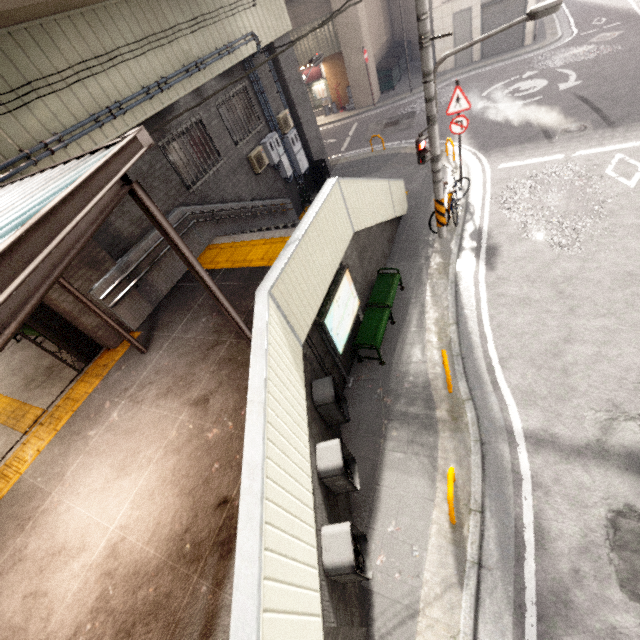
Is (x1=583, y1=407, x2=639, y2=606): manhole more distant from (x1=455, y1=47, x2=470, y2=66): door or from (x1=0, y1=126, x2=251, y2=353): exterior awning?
(x1=455, y1=47, x2=470, y2=66): door

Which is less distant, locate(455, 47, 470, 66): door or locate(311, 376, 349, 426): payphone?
locate(311, 376, 349, 426): payphone

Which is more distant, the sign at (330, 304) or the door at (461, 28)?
the door at (461, 28)

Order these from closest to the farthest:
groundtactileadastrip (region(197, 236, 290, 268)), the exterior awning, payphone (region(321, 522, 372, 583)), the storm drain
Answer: the exterior awning
payphone (region(321, 522, 372, 583))
groundtactileadastrip (region(197, 236, 290, 268))
the storm drain

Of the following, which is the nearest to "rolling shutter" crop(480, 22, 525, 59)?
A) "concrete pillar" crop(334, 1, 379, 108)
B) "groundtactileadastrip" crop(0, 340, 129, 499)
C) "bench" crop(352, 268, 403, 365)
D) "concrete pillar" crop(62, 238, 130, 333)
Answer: "concrete pillar" crop(334, 1, 379, 108)

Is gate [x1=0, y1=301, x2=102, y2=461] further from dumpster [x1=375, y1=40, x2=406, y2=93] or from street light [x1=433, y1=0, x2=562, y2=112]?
dumpster [x1=375, y1=40, x2=406, y2=93]

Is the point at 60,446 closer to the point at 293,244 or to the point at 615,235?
the point at 293,244

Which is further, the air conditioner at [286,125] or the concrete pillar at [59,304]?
the air conditioner at [286,125]
